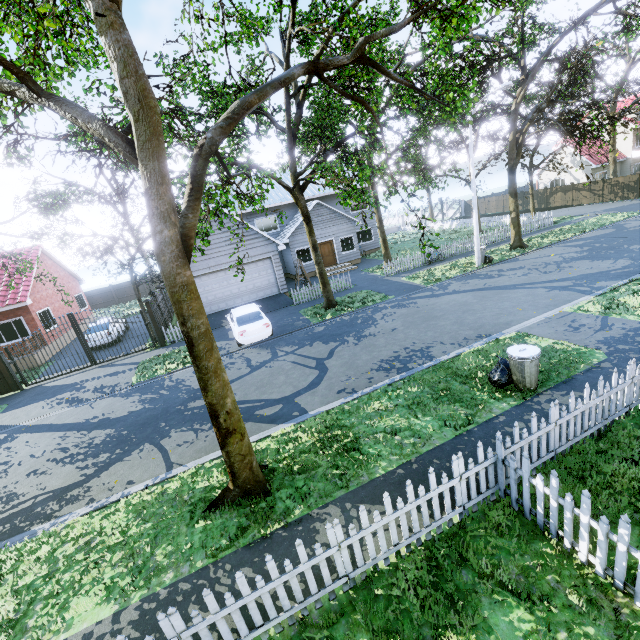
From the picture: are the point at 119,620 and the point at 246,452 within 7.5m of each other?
yes

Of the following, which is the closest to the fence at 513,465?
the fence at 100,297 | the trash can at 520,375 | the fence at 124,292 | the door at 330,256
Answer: the fence at 124,292

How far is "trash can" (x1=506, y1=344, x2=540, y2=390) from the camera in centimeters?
716cm

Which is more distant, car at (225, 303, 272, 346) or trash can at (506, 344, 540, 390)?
car at (225, 303, 272, 346)

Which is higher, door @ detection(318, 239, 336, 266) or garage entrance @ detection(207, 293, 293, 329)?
door @ detection(318, 239, 336, 266)

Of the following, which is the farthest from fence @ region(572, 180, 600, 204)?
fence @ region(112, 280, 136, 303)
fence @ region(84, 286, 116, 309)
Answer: fence @ region(84, 286, 116, 309)

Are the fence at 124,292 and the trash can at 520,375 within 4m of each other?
no

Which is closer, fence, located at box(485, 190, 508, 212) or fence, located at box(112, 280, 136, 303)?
fence, located at box(112, 280, 136, 303)
